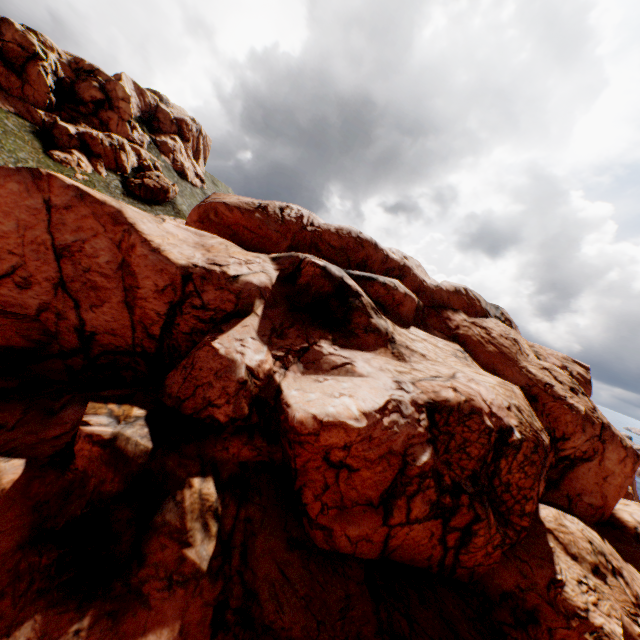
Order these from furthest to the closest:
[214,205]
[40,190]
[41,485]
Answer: [214,205] < [40,190] < [41,485]

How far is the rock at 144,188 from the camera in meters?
56.4 m

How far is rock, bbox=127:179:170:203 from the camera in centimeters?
5641cm

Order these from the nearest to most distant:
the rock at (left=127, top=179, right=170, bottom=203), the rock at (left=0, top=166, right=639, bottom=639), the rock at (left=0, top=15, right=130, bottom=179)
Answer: the rock at (left=0, top=166, right=639, bottom=639), the rock at (left=0, top=15, right=130, bottom=179), the rock at (left=127, top=179, right=170, bottom=203)

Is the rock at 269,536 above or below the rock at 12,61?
below

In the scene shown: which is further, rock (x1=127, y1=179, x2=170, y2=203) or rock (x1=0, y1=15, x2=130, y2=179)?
rock (x1=127, y1=179, x2=170, y2=203)
